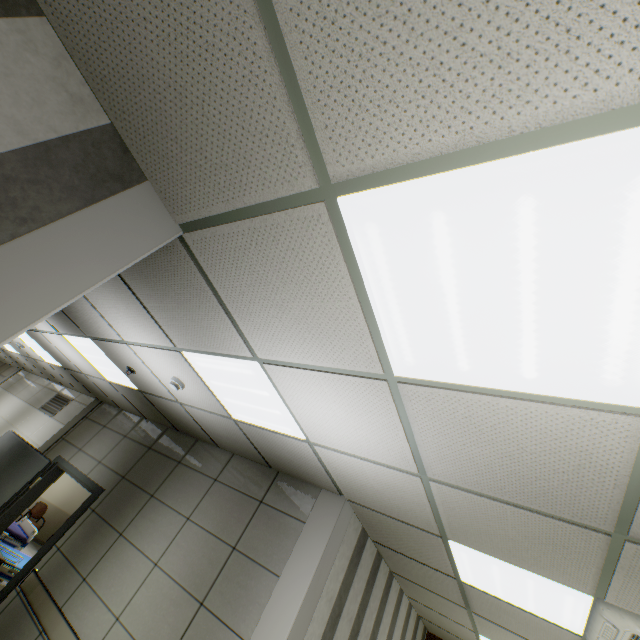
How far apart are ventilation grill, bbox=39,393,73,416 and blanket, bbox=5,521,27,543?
1.9m

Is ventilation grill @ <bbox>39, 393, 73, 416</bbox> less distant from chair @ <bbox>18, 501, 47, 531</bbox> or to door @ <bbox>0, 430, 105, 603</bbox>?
door @ <bbox>0, 430, 105, 603</bbox>

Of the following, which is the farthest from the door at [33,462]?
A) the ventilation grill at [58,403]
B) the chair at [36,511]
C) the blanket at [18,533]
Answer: the chair at [36,511]

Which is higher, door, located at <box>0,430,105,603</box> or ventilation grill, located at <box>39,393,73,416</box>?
ventilation grill, located at <box>39,393,73,416</box>

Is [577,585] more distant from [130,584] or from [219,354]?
[130,584]

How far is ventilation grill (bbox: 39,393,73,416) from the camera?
7.10m

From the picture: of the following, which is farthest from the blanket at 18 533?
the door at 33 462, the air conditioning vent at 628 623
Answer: the air conditioning vent at 628 623

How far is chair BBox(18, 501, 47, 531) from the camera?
10.1m
